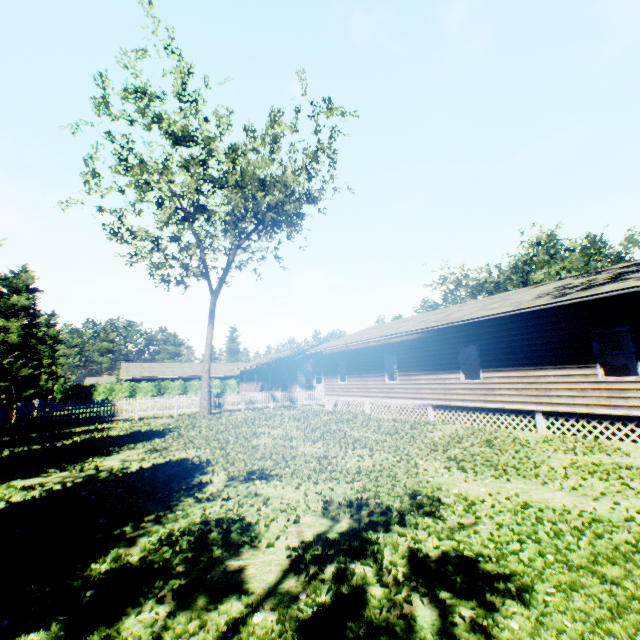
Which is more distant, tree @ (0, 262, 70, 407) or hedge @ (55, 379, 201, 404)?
hedge @ (55, 379, 201, 404)

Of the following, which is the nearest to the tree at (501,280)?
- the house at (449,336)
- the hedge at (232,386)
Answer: the house at (449,336)

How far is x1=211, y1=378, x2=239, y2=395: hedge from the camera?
49.0m

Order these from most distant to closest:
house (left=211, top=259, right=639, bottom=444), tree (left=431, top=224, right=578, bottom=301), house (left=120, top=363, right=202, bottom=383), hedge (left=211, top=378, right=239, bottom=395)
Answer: hedge (left=211, top=378, right=239, bottom=395), house (left=120, top=363, right=202, bottom=383), tree (left=431, top=224, right=578, bottom=301), house (left=211, top=259, right=639, bottom=444)

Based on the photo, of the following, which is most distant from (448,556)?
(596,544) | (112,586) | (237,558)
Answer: (112,586)

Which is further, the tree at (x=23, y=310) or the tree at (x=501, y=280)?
the tree at (x=501, y=280)

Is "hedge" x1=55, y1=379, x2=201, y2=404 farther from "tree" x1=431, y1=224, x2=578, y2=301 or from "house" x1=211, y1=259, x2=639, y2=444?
"tree" x1=431, y1=224, x2=578, y2=301

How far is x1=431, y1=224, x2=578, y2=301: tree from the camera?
37.3 meters
